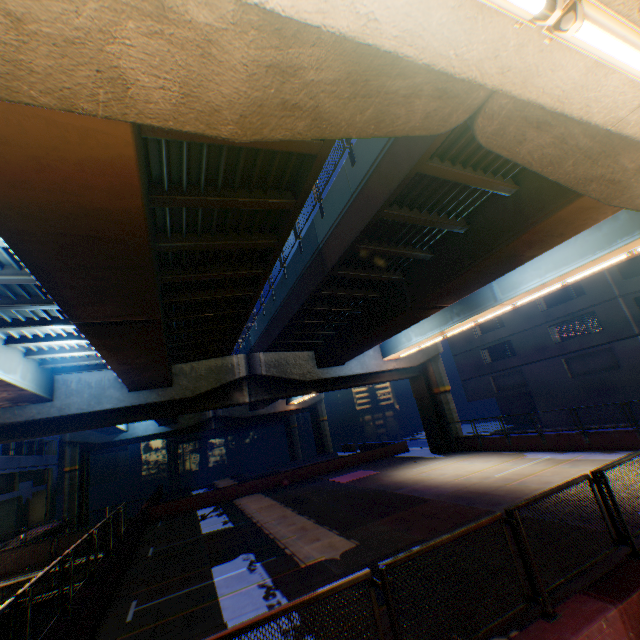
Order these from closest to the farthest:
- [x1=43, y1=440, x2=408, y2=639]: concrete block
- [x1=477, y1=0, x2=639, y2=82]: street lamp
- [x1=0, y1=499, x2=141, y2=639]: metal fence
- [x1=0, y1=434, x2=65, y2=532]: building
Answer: [x1=477, y1=0, x2=639, y2=82]: street lamp, [x1=0, y1=499, x2=141, y2=639]: metal fence, [x1=43, y1=440, x2=408, y2=639]: concrete block, [x1=0, y1=434, x2=65, y2=532]: building

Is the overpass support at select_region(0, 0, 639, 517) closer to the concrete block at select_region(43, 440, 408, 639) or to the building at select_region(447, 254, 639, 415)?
the concrete block at select_region(43, 440, 408, 639)

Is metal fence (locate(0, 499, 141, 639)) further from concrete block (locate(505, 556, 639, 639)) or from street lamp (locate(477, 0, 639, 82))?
street lamp (locate(477, 0, 639, 82))

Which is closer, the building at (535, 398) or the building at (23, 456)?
the building at (535, 398)

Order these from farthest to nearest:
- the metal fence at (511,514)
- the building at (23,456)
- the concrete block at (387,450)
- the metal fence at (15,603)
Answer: the building at (23,456) → the concrete block at (387,450) → the metal fence at (15,603) → the metal fence at (511,514)

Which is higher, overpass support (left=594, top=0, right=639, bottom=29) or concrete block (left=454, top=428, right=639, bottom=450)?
overpass support (left=594, top=0, right=639, bottom=29)

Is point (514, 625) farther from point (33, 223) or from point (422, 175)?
point (33, 223)

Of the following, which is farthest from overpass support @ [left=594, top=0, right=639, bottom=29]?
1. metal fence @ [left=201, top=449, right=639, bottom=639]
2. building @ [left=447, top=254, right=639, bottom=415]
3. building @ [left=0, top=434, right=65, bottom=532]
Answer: building @ [left=447, top=254, right=639, bottom=415]
